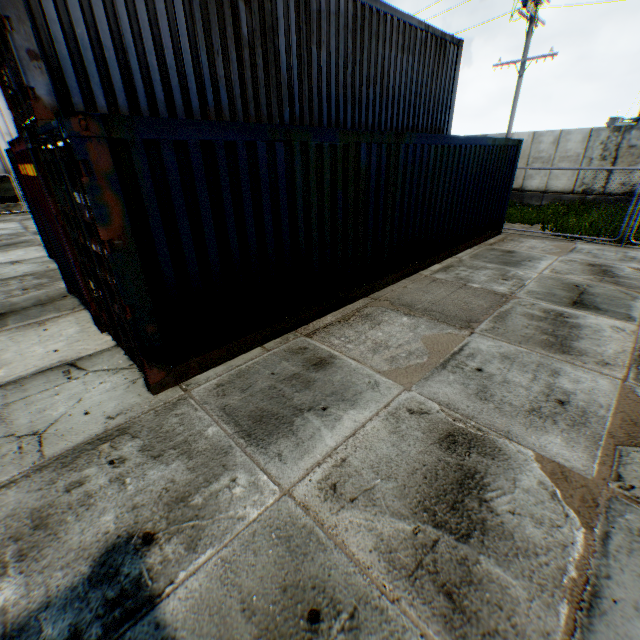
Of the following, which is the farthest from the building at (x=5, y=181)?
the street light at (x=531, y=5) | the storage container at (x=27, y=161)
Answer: the street light at (x=531, y=5)

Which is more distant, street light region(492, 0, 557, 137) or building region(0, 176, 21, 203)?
building region(0, 176, 21, 203)

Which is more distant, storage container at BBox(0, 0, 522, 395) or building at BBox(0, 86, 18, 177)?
building at BBox(0, 86, 18, 177)

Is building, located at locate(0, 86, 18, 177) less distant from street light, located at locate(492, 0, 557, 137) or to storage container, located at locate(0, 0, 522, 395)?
storage container, located at locate(0, 0, 522, 395)

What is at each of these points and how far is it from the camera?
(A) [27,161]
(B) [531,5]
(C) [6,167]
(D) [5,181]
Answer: (A) storage container, 5.3 meters
(B) street light, 11.8 meters
(C) building, 20.0 meters
(D) building, 20.1 meters

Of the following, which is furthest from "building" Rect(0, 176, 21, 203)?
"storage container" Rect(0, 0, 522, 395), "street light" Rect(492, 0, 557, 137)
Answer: "street light" Rect(492, 0, 557, 137)

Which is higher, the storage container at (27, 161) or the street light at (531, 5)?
the street light at (531, 5)
